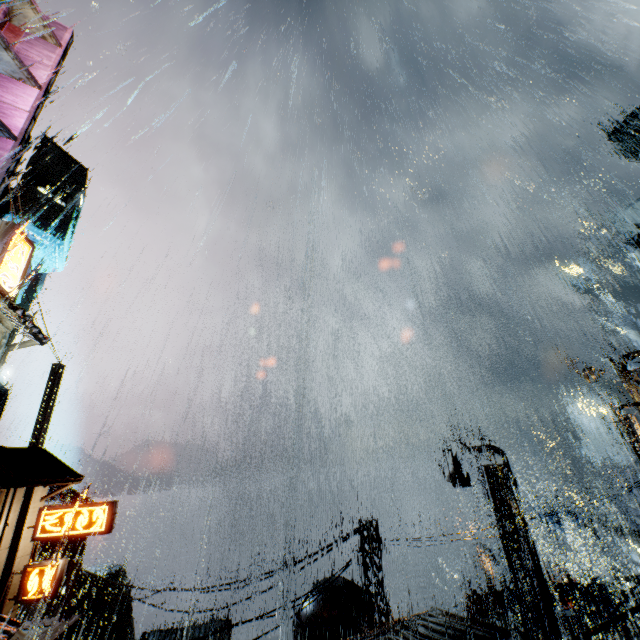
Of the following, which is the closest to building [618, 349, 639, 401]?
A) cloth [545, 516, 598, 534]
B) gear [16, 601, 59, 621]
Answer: gear [16, 601, 59, 621]

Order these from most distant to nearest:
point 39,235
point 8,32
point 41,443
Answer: point 39,235, point 41,443, point 8,32

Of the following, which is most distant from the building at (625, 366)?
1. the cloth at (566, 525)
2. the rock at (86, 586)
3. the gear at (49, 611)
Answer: the cloth at (566, 525)

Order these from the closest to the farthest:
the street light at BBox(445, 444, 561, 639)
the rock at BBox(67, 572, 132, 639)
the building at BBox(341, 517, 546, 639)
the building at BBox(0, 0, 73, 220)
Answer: the building at BBox(0, 0, 73, 220), the building at BBox(341, 517, 546, 639), the street light at BBox(445, 444, 561, 639), the rock at BBox(67, 572, 132, 639)

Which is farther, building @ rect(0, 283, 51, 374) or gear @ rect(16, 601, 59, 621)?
gear @ rect(16, 601, 59, 621)

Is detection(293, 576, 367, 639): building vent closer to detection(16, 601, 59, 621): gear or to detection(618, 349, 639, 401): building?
detection(618, 349, 639, 401): building

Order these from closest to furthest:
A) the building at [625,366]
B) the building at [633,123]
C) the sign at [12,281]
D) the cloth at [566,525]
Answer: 1. the sign at [12,281]
2. the building at [625,366]
3. the cloth at [566,525]
4. the building at [633,123]

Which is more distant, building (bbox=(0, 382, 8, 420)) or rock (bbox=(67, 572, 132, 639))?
rock (bbox=(67, 572, 132, 639))
